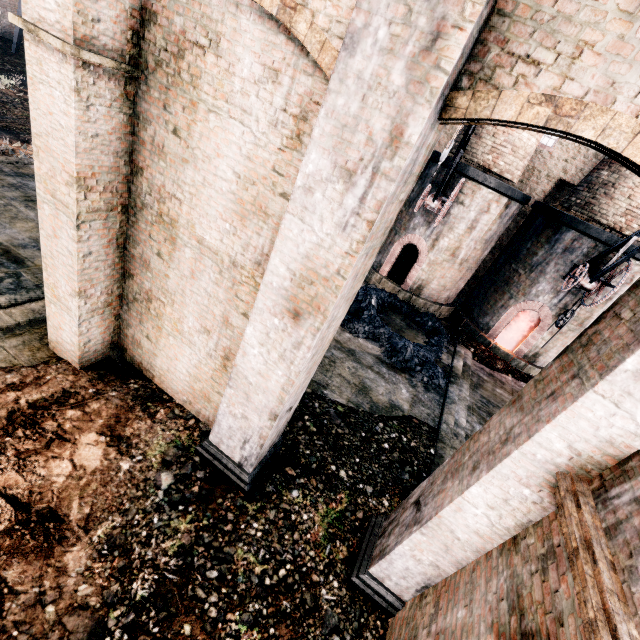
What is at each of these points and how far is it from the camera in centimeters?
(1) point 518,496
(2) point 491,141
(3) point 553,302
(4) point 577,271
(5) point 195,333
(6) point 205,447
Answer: (1) column, 414cm
(2) chimney, 1493cm
(3) furnace, 1536cm
(4) crane, 1306cm
(5) building, 672cm
(6) column, 684cm

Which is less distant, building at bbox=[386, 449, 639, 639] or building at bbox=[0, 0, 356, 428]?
building at bbox=[386, 449, 639, 639]

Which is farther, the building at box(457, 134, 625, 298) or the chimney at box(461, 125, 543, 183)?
the building at box(457, 134, 625, 298)

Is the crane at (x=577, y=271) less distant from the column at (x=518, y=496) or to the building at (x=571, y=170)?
the building at (x=571, y=170)

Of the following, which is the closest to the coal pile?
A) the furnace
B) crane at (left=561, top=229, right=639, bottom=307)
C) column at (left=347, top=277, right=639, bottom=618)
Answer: the furnace

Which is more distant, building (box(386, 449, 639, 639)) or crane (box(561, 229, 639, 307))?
crane (box(561, 229, 639, 307))

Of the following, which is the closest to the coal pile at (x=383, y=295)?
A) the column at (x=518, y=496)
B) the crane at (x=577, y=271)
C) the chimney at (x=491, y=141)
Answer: the crane at (x=577, y=271)
